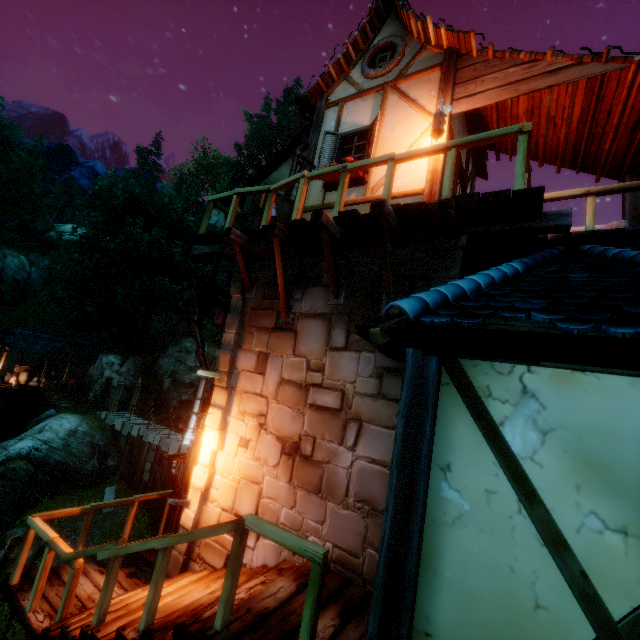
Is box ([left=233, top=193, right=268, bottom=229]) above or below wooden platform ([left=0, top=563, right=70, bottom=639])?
above

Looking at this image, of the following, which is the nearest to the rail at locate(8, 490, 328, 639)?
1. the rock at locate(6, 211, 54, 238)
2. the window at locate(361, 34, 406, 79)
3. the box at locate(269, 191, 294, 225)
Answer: the box at locate(269, 191, 294, 225)

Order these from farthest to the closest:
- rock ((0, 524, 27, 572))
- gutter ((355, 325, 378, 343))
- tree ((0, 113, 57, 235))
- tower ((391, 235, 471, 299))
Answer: tree ((0, 113, 57, 235))
rock ((0, 524, 27, 572))
tower ((391, 235, 471, 299))
gutter ((355, 325, 378, 343))

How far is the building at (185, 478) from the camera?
7.4 meters

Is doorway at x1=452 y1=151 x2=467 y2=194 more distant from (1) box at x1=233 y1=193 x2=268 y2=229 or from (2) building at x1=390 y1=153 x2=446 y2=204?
(1) box at x1=233 y1=193 x2=268 y2=229

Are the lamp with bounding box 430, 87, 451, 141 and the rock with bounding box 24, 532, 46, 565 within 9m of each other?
no

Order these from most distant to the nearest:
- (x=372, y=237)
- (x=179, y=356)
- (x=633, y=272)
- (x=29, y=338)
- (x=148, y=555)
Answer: (x=179, y=356) → (x=29, y=338) → (x=148, y=555) → (x=372, y=237) → (x=633, y=272)

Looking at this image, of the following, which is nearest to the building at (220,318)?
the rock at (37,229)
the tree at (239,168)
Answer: the tree at (239,168)
